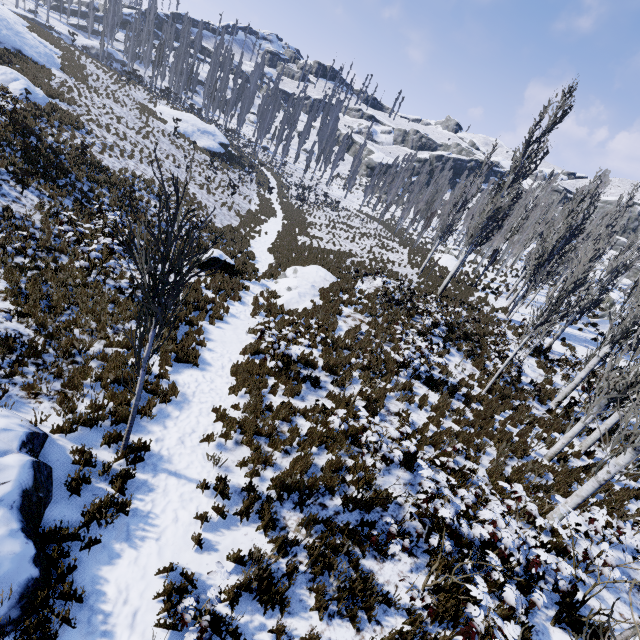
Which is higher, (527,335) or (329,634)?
(527,335)

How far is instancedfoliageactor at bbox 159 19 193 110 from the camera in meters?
46.3 m

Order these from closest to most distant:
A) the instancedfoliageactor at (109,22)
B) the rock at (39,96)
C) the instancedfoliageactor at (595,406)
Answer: Answer: the instancedfoliageactor at (595,406) → the rock at (39,96) → the instancedfoliageactor at (109,22)

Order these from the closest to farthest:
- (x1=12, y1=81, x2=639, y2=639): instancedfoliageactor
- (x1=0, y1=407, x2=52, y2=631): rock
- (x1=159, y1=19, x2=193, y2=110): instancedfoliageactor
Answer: (x1=0, y1=407, x2=52, y2=631): rock
(x1=12, y1=81, x2=639, y2=639): instancedfoliageactor
(x1=159, y1=19, x2=193, y2=110): instancedfoliageactor

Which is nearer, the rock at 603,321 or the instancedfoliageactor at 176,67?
the rock at 603,321

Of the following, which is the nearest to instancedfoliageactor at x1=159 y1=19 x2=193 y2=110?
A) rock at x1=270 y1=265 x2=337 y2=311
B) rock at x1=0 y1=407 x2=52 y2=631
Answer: rock at x1=0 y1=407 x2=52 y2=631

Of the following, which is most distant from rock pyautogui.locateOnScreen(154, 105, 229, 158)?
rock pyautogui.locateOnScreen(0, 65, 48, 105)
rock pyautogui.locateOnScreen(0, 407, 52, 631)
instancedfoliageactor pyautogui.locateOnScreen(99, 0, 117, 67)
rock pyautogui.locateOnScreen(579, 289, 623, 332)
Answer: rock pyautogui.locateOnScreen(579, 289, 623, 332)

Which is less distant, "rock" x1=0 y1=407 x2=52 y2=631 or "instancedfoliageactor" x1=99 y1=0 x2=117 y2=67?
"rock" x1=0 y1=407 x2=52 y2=631
